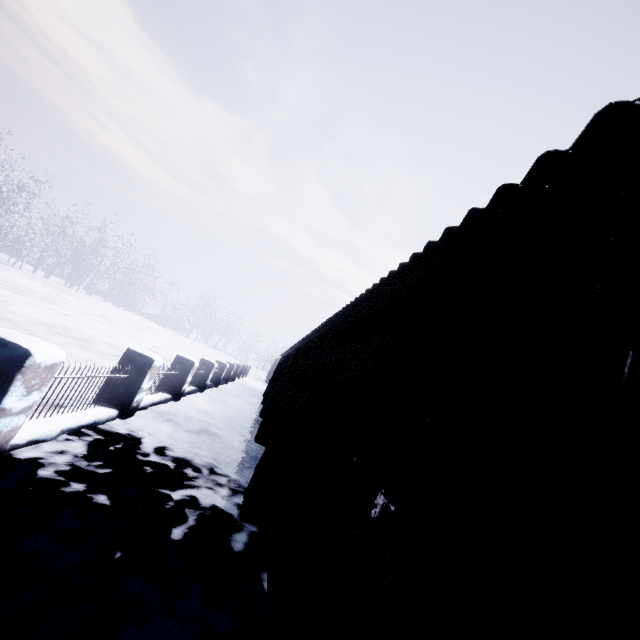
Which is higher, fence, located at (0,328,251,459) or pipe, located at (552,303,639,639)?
pipe, located at (552,303,639,639)

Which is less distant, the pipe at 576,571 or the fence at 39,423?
the pipe at 576,571

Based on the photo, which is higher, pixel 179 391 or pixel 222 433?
pixel 179 391

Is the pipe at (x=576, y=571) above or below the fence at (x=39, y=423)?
above

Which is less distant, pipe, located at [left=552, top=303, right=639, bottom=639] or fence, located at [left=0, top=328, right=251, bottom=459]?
pipe, located at [left=552, top=303, right=639, bottom=639]
